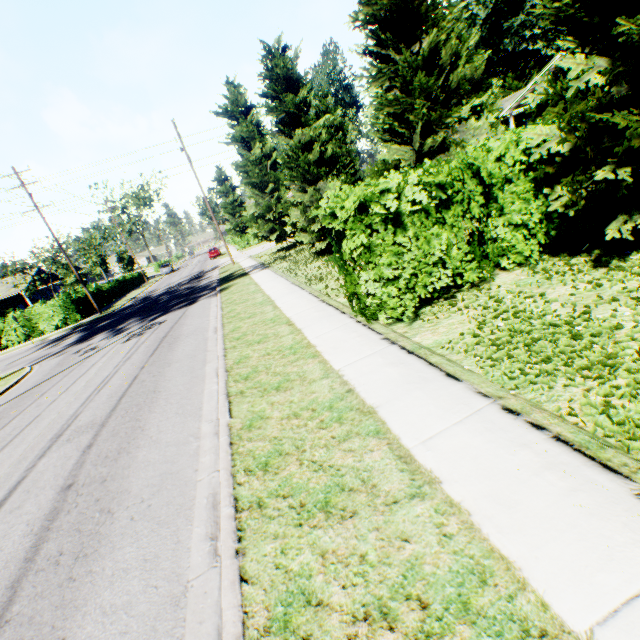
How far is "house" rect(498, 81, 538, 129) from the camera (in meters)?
25.64

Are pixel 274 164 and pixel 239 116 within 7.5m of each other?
yes

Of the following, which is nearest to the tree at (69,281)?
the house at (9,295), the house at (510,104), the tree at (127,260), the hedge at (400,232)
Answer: the house at (9,295)

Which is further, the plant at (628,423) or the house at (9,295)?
the house at (9,295)

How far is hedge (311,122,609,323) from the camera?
5.8 meters

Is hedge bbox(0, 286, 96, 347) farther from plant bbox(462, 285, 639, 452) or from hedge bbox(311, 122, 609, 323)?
plant bbox(462, 285, 639, 452)

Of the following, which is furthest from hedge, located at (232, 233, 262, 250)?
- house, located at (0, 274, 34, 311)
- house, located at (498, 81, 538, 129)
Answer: house, located at (498, 81, 538, 129)

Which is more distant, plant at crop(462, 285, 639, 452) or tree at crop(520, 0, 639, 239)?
tree at crop(520, 0, 639, 239)
